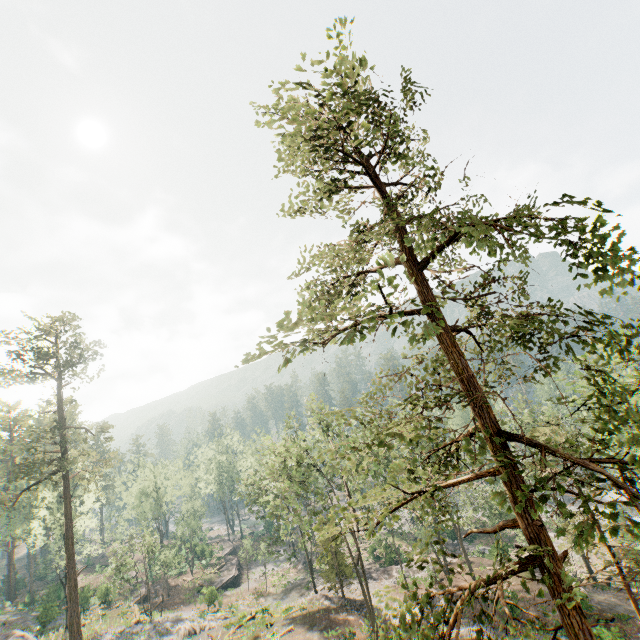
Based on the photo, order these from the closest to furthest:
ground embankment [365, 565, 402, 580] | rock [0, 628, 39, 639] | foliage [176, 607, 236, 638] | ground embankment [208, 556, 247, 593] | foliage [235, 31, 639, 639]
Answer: foliage [235, 31, 639, 639], rock [0, 628, 39, 639], foliage [176, 607, 236, 638], ground embankment [365, 565, 402, 580], ground embankment [208, 556, 247, 593]

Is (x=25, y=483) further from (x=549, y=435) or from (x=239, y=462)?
(x=549, y=435)

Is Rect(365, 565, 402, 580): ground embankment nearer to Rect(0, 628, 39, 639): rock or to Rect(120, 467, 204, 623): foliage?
Rect(120, 467, 204, 623): foliage

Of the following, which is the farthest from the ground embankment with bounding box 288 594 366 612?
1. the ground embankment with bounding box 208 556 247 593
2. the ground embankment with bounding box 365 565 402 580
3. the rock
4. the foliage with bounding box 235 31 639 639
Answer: the ground embankment with bounding box 208 556 247 593

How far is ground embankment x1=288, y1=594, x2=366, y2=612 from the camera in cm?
3188

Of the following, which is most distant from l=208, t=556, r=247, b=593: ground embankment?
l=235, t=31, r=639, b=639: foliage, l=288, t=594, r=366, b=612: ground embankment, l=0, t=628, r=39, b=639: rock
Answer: l=0, t=628, r=39, b=639: rock

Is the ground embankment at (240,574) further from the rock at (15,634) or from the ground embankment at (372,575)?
the rock at (15,634)

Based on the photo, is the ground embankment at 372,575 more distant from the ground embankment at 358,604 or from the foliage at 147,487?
the ground embankment at 358,604
